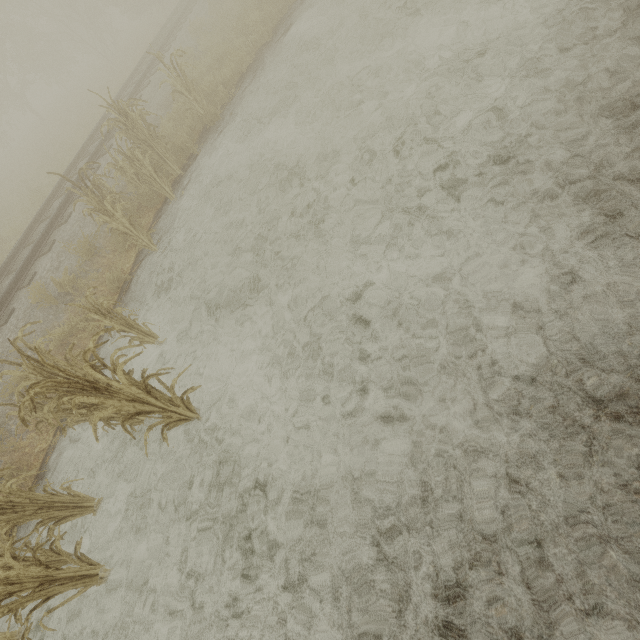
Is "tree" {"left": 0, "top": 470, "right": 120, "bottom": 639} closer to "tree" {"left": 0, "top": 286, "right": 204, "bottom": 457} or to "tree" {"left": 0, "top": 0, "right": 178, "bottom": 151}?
"tree" {"left": 0, "top": 0, "right": 178, "bottom": 151}

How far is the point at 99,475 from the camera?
4.5 meters

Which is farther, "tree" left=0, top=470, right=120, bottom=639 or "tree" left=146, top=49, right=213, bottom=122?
"tree" left=146, top=49, right=213, bottom=122

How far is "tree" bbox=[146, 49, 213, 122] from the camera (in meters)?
7.52

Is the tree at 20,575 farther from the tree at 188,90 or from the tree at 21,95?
the tree at 188,90

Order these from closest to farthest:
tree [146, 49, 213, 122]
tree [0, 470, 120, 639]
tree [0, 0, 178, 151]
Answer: tree [0, 470, 120, 639]
tree [146, 49, 213, 122]
tree [0, 0, 178, 151]

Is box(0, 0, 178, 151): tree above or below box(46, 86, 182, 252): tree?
above
